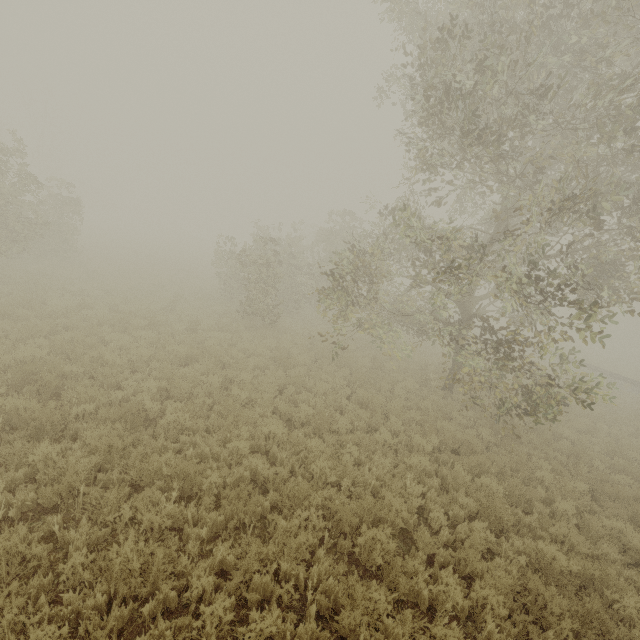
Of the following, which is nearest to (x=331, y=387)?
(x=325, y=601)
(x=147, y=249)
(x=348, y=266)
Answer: (x=348, y=266)
